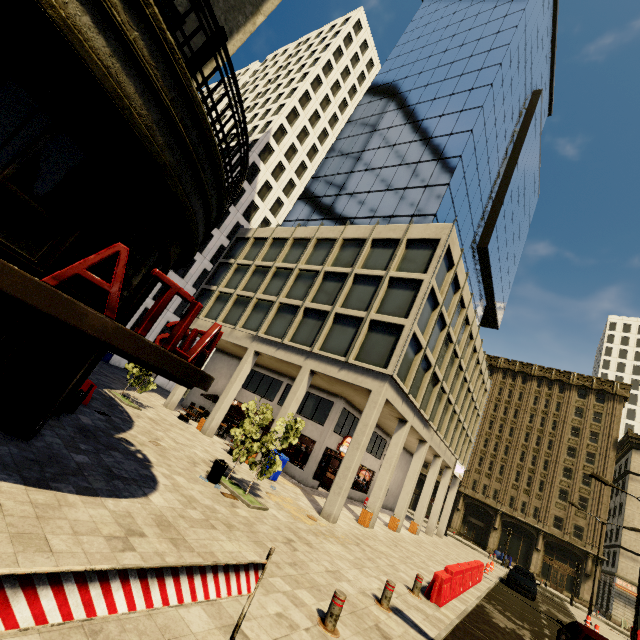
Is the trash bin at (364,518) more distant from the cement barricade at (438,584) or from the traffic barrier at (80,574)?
the traffic barrier at (80,574)

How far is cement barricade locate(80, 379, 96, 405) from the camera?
12.17m

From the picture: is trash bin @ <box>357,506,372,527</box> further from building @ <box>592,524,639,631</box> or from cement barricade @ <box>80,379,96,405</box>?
cement barricade @ <box>80,379,96,405</box>

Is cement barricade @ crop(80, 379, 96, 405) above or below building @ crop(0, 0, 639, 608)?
below

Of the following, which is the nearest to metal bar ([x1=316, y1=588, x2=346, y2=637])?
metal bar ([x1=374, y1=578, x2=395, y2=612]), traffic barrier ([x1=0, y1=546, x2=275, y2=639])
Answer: metal bar ([x1=374, y1=578, x2=395, y2=612])

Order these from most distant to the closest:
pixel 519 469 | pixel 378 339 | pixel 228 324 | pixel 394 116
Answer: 1. pixel 519 469
2. pixel 394 116
3. pixel 228 324
4. pixel 378 339

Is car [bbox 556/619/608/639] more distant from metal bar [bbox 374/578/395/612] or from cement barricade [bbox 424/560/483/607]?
metal bar [bbox 374/578/395/612]

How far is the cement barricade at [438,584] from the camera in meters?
10.1
